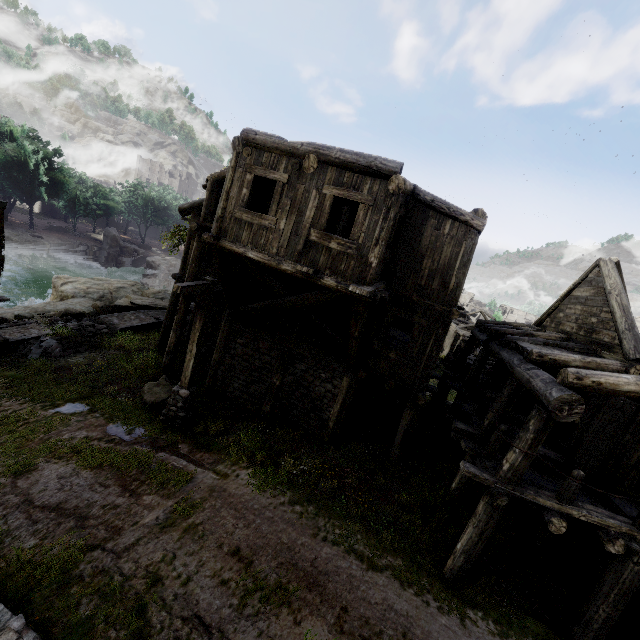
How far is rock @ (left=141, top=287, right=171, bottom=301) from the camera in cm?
2764

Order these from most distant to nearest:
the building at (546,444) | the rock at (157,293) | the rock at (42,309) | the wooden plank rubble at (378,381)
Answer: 1. the rock at (157,293)
2. the wooden plank rubble at (378,381)
3. the rock at (42,309)
4. the building at (546,444)

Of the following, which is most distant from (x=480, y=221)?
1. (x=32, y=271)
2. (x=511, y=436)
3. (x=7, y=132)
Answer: (x=7, y=132)

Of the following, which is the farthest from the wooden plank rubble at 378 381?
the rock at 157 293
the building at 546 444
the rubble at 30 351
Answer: the rock at 157 293

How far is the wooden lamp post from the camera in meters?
8.7

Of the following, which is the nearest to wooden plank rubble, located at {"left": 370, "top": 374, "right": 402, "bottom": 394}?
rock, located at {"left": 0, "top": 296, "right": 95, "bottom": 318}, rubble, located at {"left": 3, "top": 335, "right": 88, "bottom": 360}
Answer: rubble, located at {"left": 3, "top": 335, "right": 88, "bottom": 360}

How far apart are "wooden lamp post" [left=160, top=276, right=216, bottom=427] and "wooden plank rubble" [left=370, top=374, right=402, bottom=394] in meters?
11.9 m

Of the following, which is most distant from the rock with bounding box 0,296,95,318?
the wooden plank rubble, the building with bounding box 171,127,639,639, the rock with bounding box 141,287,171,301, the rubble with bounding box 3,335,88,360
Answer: the wooden plank rubble
